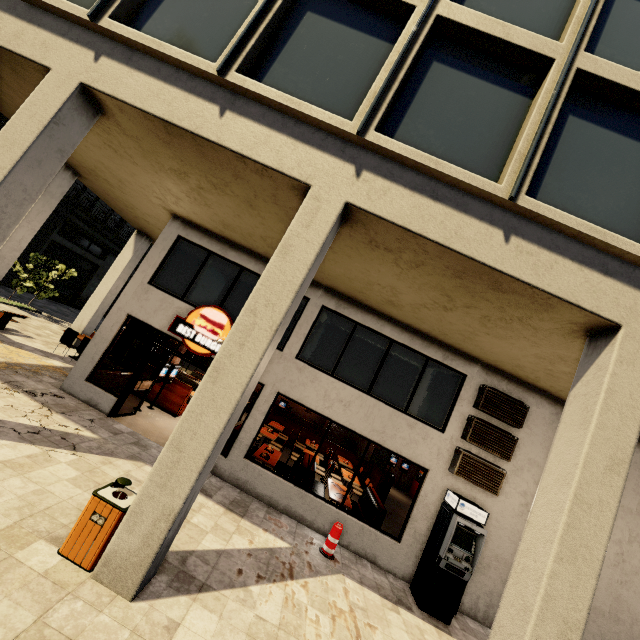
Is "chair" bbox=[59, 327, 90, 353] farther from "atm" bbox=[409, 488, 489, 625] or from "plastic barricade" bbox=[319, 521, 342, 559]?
"atm" bbox=[409, 488, 489, 625]

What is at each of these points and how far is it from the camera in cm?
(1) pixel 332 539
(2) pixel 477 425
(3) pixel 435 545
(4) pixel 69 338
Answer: (1) plastic barricade, 738
(2) air conditioner, 845
(3) atm, 759
(4) chair, 1188

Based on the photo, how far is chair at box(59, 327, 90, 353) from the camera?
11.8m

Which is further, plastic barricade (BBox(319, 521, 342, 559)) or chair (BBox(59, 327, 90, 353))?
chair (BBox(59, 327, 90, 353))

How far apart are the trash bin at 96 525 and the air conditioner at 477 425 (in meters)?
7.44

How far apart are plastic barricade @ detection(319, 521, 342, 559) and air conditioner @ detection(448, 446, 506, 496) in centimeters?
312cm

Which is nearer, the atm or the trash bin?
the trash bin

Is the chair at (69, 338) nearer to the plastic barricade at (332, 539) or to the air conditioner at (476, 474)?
the plastic barricade at (332, 539)
